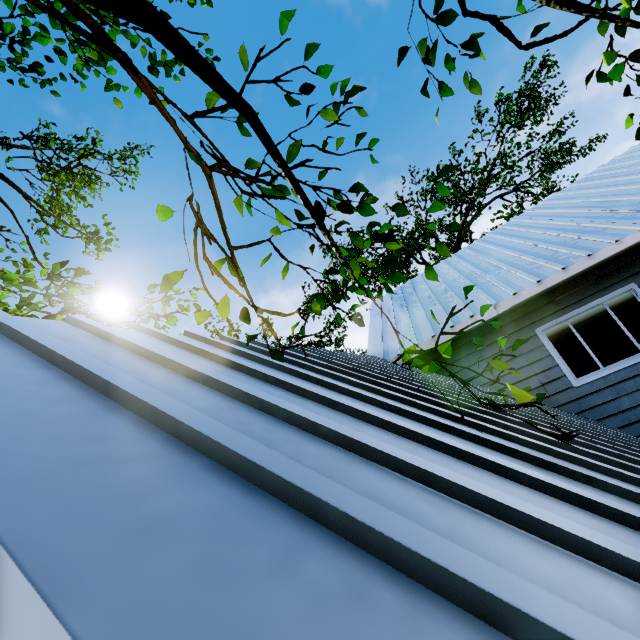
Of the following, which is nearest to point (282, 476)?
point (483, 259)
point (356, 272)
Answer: point (356, 272)

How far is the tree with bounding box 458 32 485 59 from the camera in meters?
2.6

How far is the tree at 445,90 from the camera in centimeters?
241cm

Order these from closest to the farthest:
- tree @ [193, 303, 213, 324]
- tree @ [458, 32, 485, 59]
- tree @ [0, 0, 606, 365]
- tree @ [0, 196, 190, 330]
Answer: tree @ [0, 0, 606, 365]
tree @ [193, 303, 213, 324]
tree @ [458, 32, 485, 59]
tree @ [0, 196, 190, 330]

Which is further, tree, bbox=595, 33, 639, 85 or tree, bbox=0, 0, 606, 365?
tree, bbox=595, 33, 639, 85
